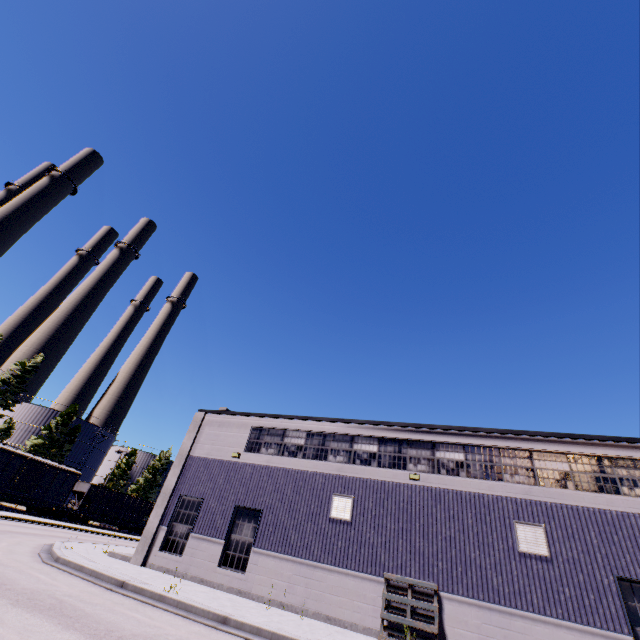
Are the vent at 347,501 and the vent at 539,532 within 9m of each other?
yes

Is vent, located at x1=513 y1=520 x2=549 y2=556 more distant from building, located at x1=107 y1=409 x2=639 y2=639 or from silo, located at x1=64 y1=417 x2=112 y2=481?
silo, located at x1=64 y1=417 x2=112 y2=481

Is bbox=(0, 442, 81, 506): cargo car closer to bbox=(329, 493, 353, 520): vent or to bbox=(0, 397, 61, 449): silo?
bbox=(0, 397, 61, 449): silo

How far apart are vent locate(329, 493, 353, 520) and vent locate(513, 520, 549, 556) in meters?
6.2 m

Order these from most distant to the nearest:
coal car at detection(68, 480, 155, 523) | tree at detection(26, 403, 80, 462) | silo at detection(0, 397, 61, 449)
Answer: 1. silo at detection(0, 397, 61, 449)
2. tree at detection(26, 403, 80, 462)
3. coal car at detection(68, 480, 155, 523)

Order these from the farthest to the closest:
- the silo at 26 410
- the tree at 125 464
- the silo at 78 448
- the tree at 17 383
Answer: the tree at 125 464
the silo at 78 448
the silo at 26 410
the tree at 17 383

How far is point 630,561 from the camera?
10.8m

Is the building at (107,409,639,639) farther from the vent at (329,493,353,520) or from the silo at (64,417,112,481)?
the silo at (64,417,112,481)
